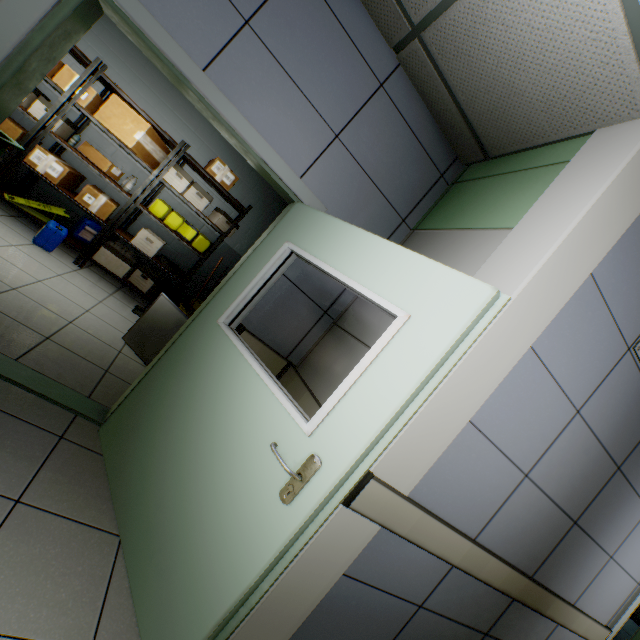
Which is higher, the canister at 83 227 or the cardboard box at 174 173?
the cardboard box at 174 173

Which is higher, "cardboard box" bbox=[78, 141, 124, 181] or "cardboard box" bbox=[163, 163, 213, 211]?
"cardboard box" bbox=[163, 163, 213, 211]

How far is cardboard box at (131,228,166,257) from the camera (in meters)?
4.54

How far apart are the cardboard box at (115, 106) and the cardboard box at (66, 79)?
0.2m

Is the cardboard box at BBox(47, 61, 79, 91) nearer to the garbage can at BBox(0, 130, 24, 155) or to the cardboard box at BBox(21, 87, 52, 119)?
the cardboard box at BBox(21, 87, 52, 119)

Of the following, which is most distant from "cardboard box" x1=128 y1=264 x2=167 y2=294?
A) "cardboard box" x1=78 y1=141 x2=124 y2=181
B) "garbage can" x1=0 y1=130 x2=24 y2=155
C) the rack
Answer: "garbage can" x1=0 y1=130 x2=24 y2=155

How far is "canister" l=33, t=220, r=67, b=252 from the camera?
4.0 meters

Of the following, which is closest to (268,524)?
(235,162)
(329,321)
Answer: (329,321)
